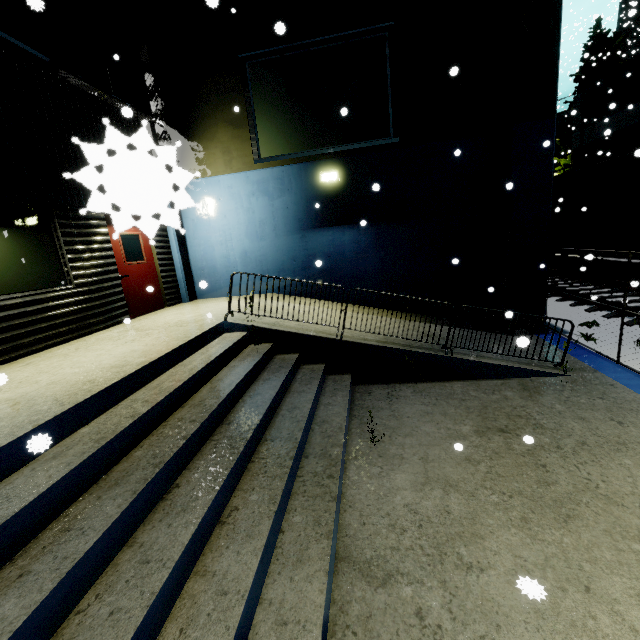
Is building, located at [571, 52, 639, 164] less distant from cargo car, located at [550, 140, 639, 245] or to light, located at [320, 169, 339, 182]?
light, located at [320, 169, 339, 182]

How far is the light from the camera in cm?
834

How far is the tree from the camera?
23.1m

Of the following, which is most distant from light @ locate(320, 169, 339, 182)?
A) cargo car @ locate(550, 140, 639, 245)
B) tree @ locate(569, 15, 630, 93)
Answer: tree @ locate(569, 15, 630, 93)

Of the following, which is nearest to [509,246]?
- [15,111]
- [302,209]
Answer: [302,209]

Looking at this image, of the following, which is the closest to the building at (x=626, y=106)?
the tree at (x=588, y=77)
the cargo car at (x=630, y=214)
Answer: the tree at (x=588, y=77)

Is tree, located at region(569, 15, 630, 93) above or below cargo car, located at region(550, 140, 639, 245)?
above

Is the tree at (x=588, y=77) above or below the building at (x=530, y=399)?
above
